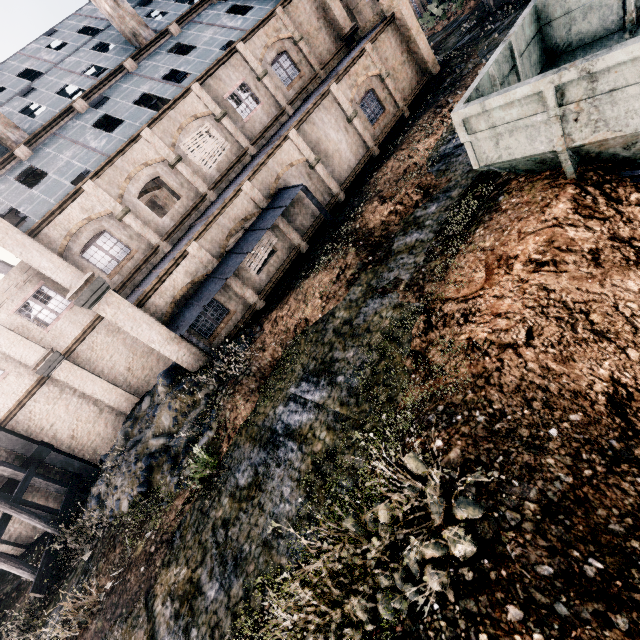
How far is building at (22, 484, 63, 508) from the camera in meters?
17.9 m

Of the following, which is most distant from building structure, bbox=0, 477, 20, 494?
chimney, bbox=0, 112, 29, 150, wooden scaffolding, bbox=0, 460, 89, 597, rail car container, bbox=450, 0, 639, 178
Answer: rail car container, bbox=450, 0, 639, 178

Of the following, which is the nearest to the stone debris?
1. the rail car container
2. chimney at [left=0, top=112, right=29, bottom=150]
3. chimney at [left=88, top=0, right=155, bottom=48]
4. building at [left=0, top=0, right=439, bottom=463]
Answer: building at [left=0, top=0, right=439, bottom=463]

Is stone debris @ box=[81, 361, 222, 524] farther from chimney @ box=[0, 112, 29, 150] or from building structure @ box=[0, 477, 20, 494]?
chimney @ box=[0, 112, 29, 150]

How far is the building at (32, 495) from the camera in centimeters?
1794cm

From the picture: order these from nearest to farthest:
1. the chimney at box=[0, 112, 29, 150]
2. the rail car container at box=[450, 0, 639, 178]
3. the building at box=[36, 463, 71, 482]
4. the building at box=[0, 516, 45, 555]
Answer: the rail car container at box=[450, 0, 639, 178] → the building at box=[0, 516, 45, 555] → the building at box=[36, 463, 71, 482] → the chimney at box=[0, 112, 29, 150]

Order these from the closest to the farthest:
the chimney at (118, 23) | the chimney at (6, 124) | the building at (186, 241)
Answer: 1. the building at (186, 241)
2. the chimney at (6, 124)
3. the chimney at (118, 23)

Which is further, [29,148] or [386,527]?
[29,148]
